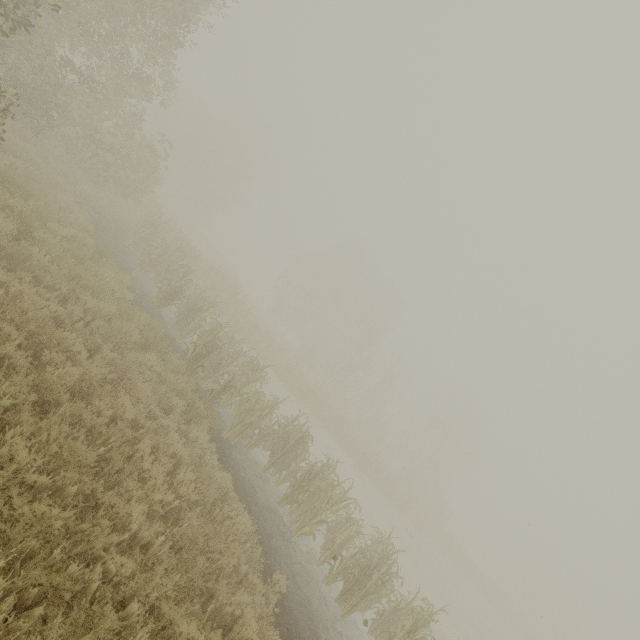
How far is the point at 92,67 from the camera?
13.5 meters
